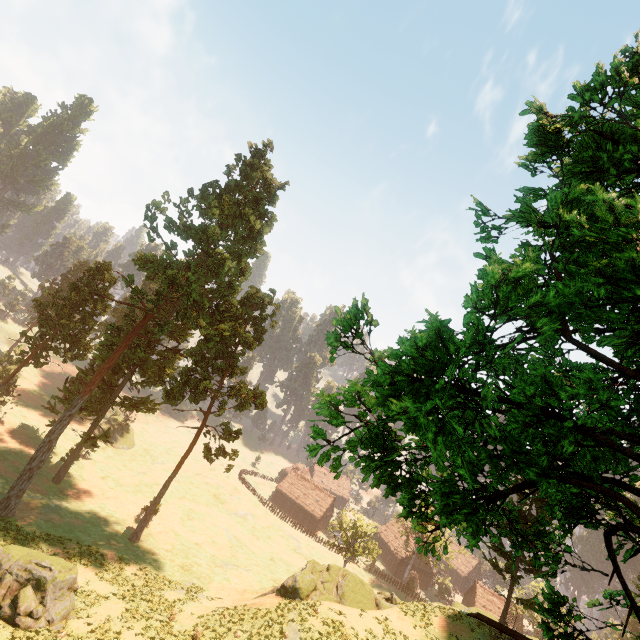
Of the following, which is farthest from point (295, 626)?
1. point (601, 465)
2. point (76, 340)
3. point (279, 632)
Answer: point (76, 340)

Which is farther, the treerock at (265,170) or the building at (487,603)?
the building at (487,603)

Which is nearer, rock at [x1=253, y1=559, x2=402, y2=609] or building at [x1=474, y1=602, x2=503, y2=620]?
rock at [x1=253, y1=559, x2=402, y2=609]

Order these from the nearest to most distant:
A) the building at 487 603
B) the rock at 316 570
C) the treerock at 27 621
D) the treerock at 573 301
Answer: the treerock at 573 301
the treerock at 27 621
the rock at 316 570
the building at 487 603

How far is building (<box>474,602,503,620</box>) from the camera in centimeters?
5874cm

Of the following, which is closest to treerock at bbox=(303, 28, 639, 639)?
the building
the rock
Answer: the building

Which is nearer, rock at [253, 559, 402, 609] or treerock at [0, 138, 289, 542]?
rock at [253, 559, 402, 609]

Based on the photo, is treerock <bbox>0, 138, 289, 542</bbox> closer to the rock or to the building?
the building
